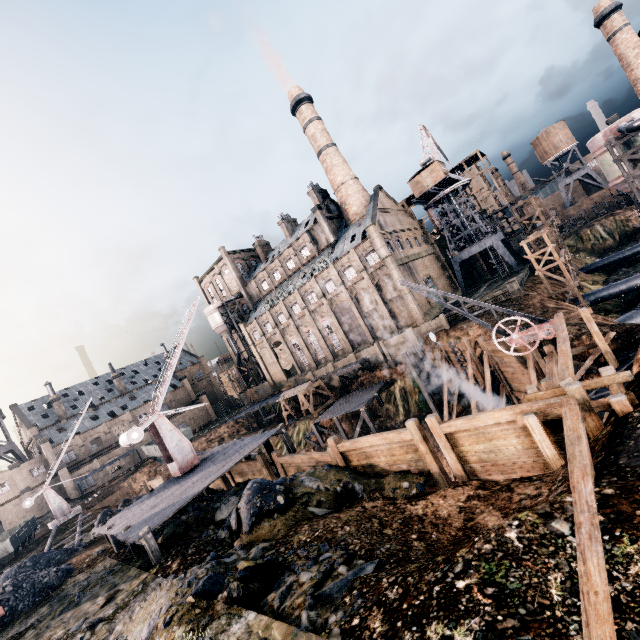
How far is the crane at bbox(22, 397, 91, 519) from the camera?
35.75m

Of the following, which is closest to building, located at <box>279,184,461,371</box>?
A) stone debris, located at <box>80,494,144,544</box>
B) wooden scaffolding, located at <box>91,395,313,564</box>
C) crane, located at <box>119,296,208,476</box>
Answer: crane, located at <box>119,296,208,476</box>

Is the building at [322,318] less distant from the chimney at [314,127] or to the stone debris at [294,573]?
the chimney at [314,127]

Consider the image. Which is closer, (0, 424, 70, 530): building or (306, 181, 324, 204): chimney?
(0, 424, 70, 530): building

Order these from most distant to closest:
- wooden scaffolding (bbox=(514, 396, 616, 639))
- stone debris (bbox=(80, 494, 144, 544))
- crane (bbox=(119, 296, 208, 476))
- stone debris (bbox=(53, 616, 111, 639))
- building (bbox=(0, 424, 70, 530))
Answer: building (bbox=(0, 424, 70, 530)), stone debris (bbox=(80, 494, 144, 544)), crane (bbox=(119, 296, 208, 476)), stone debris (bbox=(53, 616, 111, 639)), wooden scaffolding (bbox=(514, 396, 616, 639))

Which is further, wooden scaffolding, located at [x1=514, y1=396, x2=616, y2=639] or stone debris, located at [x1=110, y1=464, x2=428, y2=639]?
stone debris, located at [x1=110, y1=464, x2=428, y2=639]

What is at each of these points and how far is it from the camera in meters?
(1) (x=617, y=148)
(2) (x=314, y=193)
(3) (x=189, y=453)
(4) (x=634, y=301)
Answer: (1) silo, 28.1 m
(2) chimney, 57.3 m
(3) crane, 22.4 m
(4) stone debris, 35.6 m

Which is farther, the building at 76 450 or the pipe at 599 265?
the building at 76 450
